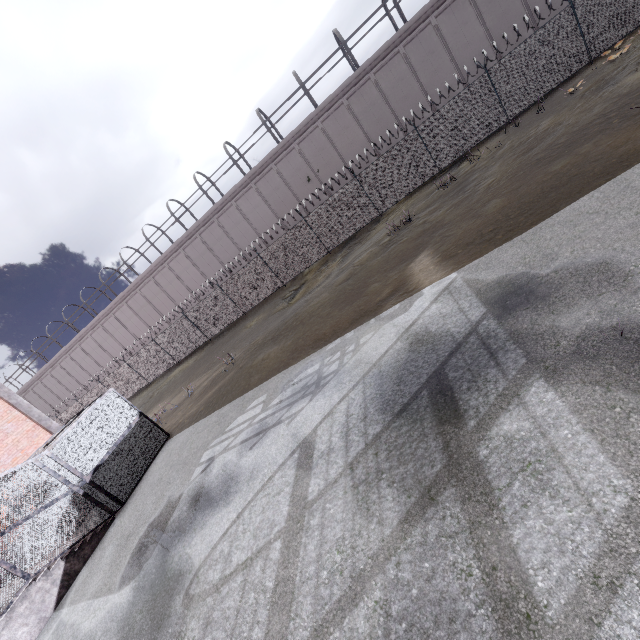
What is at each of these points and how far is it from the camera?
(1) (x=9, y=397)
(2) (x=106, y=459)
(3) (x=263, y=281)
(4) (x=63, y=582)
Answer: (1) column, 14.59m
(2) metal cage, 11.05m
(3) fence, 22.75m
(4) stair, 8.68m

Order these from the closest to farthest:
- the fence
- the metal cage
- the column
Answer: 1. the metal cage
2. the column
3. the fence

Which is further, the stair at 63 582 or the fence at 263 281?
the fence at 263 281

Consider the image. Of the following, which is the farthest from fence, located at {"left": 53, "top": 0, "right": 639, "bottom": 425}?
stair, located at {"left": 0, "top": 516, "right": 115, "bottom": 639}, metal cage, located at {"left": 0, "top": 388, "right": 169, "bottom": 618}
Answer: stair, located at {"left": 0, "top": 516, "right": 115, "bottom": 639}

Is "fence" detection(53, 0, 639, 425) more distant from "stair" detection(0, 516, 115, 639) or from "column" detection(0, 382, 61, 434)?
"column" detection(0, 382, 61, 434)

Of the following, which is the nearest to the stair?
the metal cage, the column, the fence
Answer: the metal cage

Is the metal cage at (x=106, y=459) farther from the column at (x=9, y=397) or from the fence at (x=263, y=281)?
the fence at (x=263, y=281)

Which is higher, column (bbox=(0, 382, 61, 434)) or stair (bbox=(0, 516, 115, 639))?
column (bbox=(0, 382, 61, 434))
